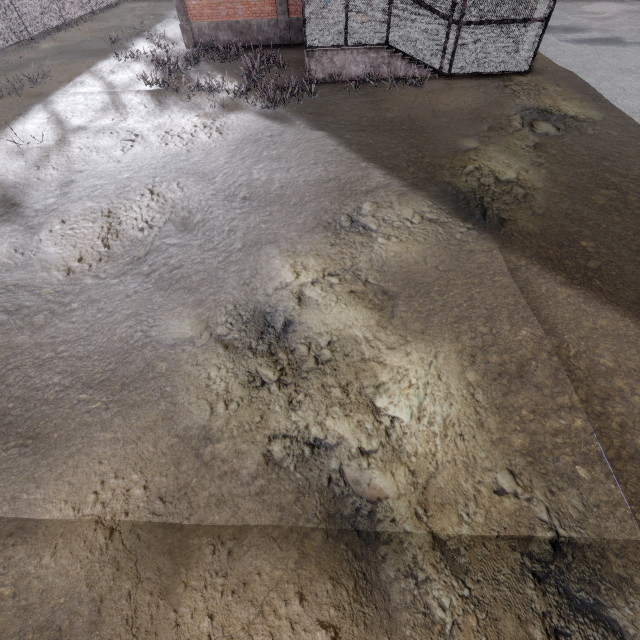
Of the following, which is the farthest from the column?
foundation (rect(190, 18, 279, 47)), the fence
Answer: the fence

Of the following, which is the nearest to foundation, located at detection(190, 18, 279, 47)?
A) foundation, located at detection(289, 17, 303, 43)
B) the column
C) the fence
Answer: the column

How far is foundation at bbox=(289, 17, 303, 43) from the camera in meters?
15.8

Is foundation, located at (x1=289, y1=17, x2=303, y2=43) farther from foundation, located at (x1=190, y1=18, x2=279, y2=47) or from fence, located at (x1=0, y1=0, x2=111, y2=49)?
fence, located at (x1=0, y1=0, x2=111, y2=49)

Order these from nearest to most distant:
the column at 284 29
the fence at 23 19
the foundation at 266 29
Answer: the column at 284 29 < the foundation at 266 29 < the fence at 23 19

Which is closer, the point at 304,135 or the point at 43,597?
the point at 43,597

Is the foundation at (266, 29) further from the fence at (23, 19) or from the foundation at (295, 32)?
the fence at (23, 19)
